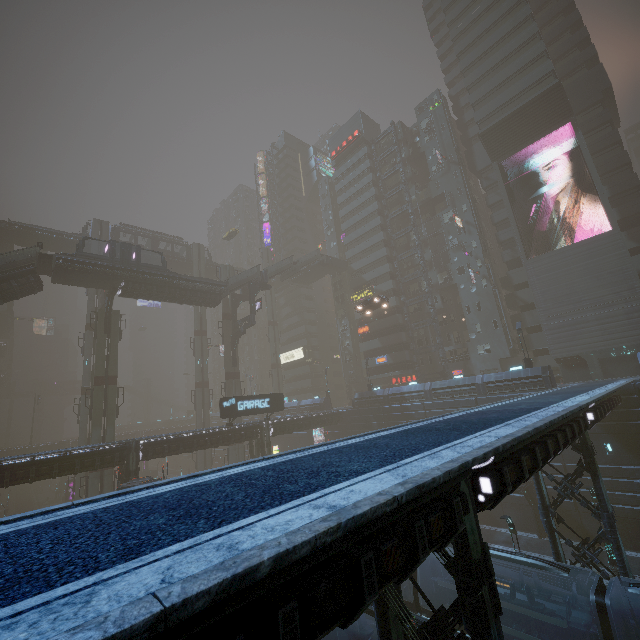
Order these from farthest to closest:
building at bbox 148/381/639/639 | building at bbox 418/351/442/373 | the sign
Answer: building at bbox 418/351/442/373, the sign, building at bbox 148/381/639/639

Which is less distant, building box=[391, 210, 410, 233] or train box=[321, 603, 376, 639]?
train box=[321, 603, 376, 639]

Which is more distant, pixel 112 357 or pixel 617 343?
pixel 112 357

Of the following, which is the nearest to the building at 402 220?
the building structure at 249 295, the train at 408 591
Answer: the building structure at 249 295

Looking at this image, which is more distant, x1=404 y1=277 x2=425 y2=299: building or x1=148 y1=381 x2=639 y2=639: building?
x1=404 y1=277 x2=425 y2=299: building

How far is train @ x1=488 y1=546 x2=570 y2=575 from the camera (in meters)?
13.92

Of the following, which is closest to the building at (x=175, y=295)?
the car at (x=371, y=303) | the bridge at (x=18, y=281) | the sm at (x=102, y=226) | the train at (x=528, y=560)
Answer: the sm at (x=102, y=226)

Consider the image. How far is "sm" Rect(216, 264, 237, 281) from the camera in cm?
5008
